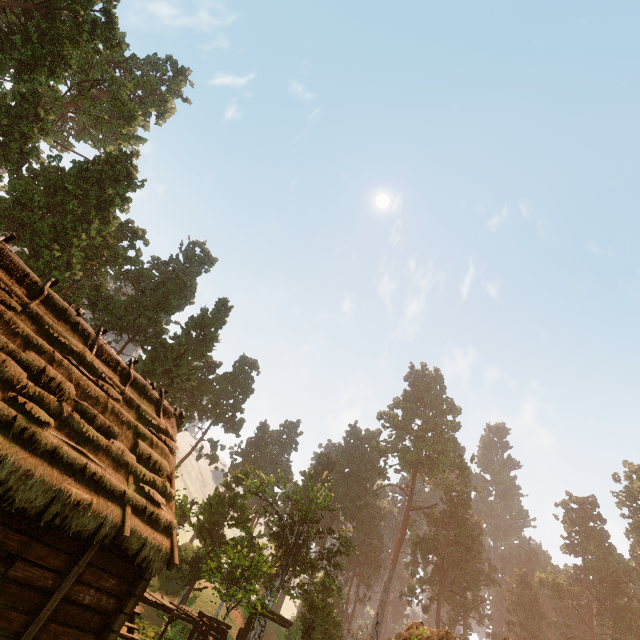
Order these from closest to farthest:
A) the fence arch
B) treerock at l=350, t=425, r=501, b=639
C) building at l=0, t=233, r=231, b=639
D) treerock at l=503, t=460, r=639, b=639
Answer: building at l=0, t=233, r=231, b=639
the fence arch
treerock at l=503, t=460, r=639, b=639
treerock at l=350, t=425, r=501, b=639

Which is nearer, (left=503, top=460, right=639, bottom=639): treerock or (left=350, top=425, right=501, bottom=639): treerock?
(left=503, top=460, right=639, bottom=639): treerock

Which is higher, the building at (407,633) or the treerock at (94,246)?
the treerock at (94,246)

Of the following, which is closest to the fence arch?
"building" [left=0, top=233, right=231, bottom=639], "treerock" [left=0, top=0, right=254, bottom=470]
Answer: "building" [left=0, top=233, right=231, bottom=639]

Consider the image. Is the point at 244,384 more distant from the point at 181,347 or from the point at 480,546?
the point at 480,546

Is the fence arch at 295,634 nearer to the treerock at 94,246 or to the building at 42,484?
the building at 42,484

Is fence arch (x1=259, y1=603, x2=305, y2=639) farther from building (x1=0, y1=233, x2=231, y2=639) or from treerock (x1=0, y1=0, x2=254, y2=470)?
treerock (x1=0, y1=0, x2=254, y2=470)
